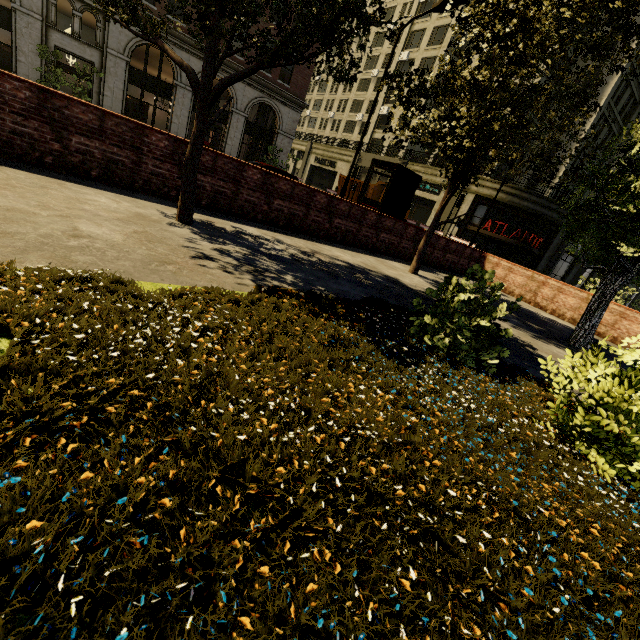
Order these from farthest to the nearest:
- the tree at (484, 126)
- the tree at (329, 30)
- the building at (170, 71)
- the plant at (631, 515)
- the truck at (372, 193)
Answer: the truck at (372, 193), the building at (170, 71), the tree at (484, 126), the tree at (329, 30), the plant at (631, 515)

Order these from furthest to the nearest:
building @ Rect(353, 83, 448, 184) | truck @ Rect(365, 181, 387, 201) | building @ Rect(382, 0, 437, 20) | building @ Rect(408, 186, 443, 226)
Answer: building @ Rect(382, 0, 437, 20) < building @ Rect(353, 83, 448, 184) < building @ Rect(408, 186, 443, 226) < truck @ Rect(365, 181, 387, 201)

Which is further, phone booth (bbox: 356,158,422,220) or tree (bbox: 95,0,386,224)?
phone booth (bbox: 356,158,422,220)

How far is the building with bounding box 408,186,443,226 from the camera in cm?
3214

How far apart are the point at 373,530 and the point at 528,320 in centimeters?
949cm

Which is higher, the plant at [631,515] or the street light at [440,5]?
the street light at [440,5]

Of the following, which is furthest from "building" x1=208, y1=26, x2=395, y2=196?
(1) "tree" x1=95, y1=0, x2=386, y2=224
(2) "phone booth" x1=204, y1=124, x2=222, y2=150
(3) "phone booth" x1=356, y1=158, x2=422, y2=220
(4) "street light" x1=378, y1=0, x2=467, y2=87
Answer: (3) "phone booth" x1=356, y1=158, x2=422, y2=220

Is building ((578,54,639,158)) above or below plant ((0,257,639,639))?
above
